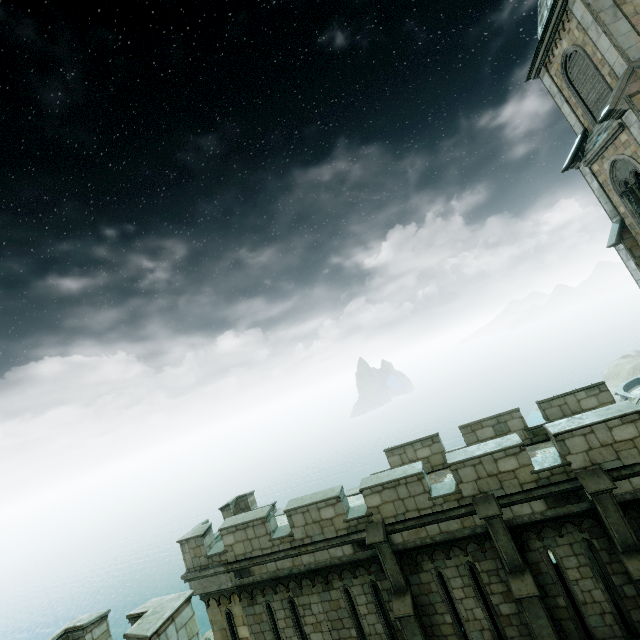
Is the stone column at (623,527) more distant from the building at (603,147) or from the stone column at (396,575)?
the building at (603,147)

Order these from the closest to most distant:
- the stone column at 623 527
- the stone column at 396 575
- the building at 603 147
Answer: the stone column at 623 527
the stone column at 396 575
the building at 603 147

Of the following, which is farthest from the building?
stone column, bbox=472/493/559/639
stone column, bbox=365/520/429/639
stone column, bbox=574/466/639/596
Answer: stone column, bbox=574/466/639/596

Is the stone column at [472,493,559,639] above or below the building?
below

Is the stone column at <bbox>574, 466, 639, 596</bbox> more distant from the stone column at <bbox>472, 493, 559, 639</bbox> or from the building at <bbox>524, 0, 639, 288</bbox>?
the building at <bbox>524, 0, 639, 288</bbox>

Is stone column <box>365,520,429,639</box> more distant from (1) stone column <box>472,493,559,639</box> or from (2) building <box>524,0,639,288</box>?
(2) building <box>524,0,639,288</box>

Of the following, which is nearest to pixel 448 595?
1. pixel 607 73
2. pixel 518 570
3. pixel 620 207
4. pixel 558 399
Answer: pixel 518 570
